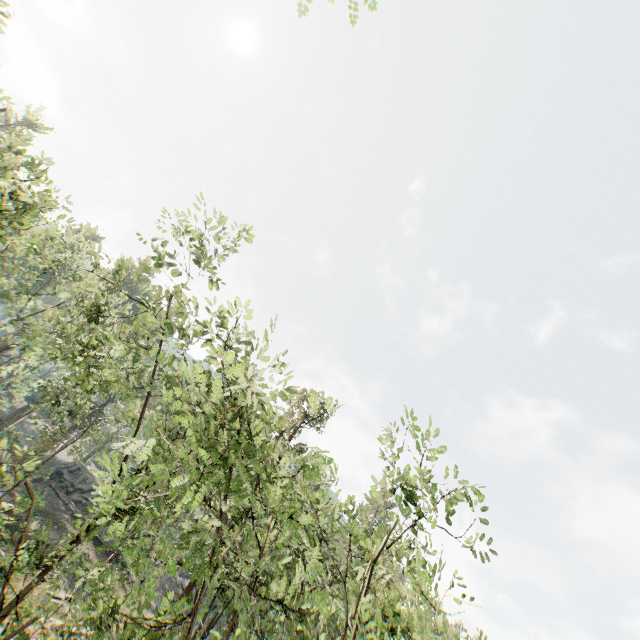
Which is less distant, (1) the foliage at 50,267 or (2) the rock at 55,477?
(1) the foliage at 50,267

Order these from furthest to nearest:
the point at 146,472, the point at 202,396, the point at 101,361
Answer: the point at 101,361 < the point at 146,472 < the point at 202,396

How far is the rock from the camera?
41.94m

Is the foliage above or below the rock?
above

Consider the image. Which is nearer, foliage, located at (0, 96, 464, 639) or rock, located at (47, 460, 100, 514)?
foliage, located at (0, 96, 464, 639)

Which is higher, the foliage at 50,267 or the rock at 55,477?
the foliage at 50,267
